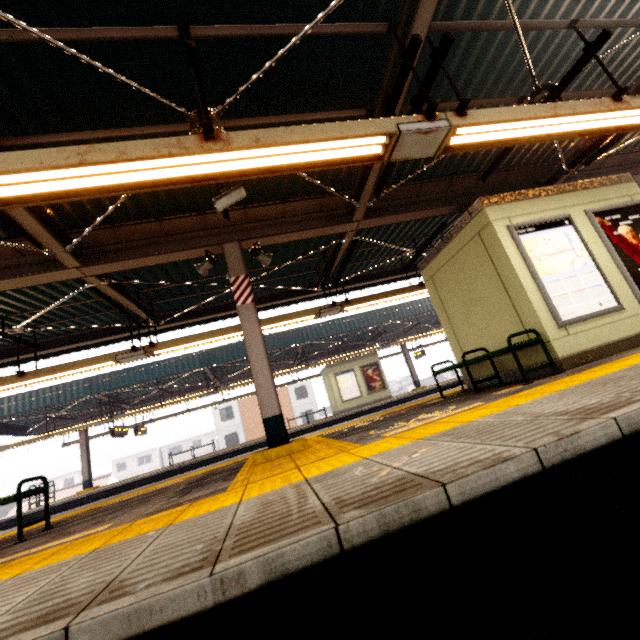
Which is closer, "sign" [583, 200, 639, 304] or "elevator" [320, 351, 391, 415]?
"sign" [583, 200, 639, 304]

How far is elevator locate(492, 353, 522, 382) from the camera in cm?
539

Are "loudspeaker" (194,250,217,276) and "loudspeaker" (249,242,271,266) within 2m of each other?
yes

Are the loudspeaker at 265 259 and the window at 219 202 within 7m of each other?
yes

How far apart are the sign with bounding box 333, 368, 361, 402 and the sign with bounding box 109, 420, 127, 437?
11.6m

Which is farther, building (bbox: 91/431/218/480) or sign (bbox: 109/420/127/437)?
building (bbox: 91/431/218/480)

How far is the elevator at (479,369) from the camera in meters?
6.0 m

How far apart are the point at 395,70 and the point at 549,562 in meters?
4.9 m
